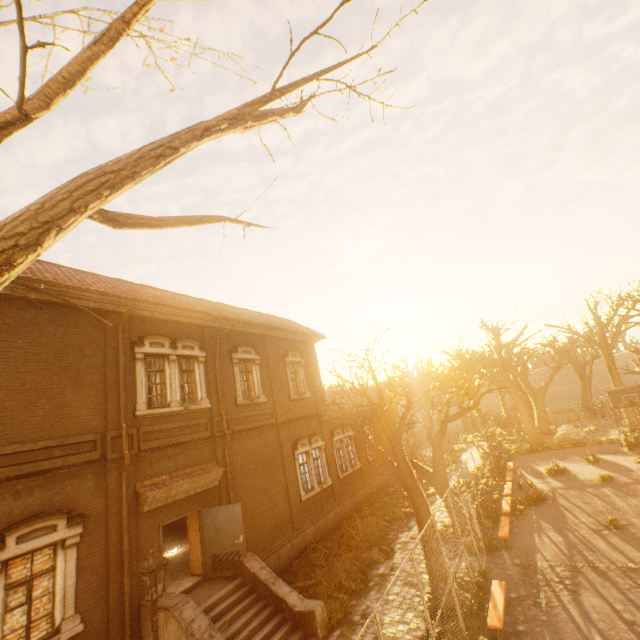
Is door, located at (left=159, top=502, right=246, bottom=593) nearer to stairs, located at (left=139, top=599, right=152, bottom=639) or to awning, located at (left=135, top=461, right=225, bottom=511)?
stairs, located at (left=139, top=599, right=152, bottom=639)

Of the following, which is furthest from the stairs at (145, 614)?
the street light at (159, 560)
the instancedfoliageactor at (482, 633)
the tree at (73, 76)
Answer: the instancedfoliageactor at (482, 633)

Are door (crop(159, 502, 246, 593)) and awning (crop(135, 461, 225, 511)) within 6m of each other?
yes

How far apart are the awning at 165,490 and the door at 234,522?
0.5 meters

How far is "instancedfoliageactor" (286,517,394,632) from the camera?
10.1 meters

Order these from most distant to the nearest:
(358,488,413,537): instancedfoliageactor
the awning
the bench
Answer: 1. (358,488,413,537): instancedfoliageactor
2. the awning
3. the bench

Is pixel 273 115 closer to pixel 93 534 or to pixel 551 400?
pixel 93 534

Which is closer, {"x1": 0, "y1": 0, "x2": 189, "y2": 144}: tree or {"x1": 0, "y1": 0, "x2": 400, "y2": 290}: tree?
{"x1": 0, "y1": 0, "x2": 189, "y2": 144}: tree
